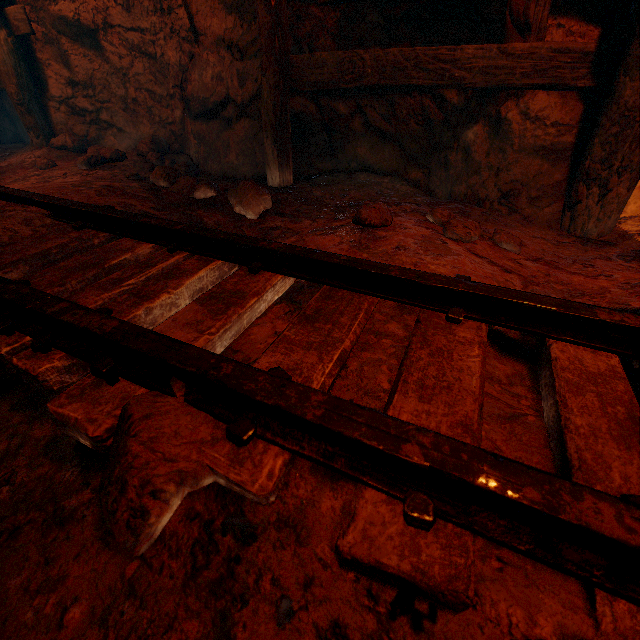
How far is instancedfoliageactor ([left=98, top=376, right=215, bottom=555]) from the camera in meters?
0.6

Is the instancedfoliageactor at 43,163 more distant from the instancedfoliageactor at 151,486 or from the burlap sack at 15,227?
the instancedfoliageactor at 151,486

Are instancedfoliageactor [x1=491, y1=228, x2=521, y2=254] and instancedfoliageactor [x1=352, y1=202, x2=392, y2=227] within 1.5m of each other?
yes

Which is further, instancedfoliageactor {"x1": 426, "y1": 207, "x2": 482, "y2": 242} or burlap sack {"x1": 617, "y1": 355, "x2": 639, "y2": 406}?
instancedfoliageactor {"x1": 426, "y1": 207, "x2": 482, "y2": 242}

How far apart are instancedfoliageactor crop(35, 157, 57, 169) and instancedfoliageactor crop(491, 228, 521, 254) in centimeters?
436cm

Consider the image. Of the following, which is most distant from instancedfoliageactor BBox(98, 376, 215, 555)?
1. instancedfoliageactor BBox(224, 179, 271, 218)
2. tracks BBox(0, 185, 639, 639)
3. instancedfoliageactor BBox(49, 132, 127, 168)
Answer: instancedfoliageactor BBox(49, 132, 127, 168)

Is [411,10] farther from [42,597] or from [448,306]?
[42,597]

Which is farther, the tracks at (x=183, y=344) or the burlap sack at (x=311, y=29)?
the burlap sack at (x=311, y=29)
